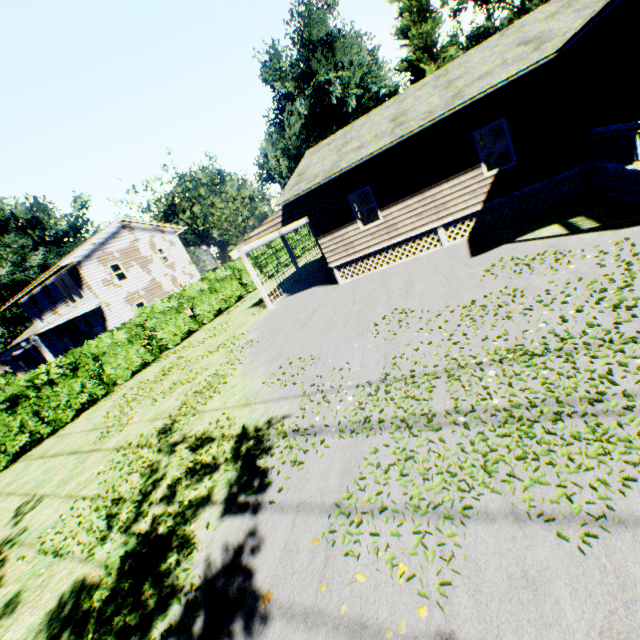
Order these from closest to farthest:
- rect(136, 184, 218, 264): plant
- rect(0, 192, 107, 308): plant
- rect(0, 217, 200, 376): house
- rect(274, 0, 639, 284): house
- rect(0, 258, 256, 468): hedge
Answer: rect(274, 0, 639, 284): house < rect(0, 258, 256, 468): hedge < rect(0, 217, 200, 376): house < rect(0, 192, 107, 308): plant < rect(136, 184, 218, 264): plant

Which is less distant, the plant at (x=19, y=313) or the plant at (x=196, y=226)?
the plant at (x=19, y=313)

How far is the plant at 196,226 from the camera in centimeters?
5012cm

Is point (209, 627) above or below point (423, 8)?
below

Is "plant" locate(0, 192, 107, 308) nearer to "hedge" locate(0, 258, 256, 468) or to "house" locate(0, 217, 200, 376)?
"house" locate(0, 217, 200, 376)

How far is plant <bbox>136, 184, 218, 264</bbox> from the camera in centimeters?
5012cm

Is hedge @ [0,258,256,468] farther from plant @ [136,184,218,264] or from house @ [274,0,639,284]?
plant @ [136,184,218,264]

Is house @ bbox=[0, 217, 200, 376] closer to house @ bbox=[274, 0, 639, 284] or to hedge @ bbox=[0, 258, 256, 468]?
hedge @ bbox=[0, 258, 256, 468]
